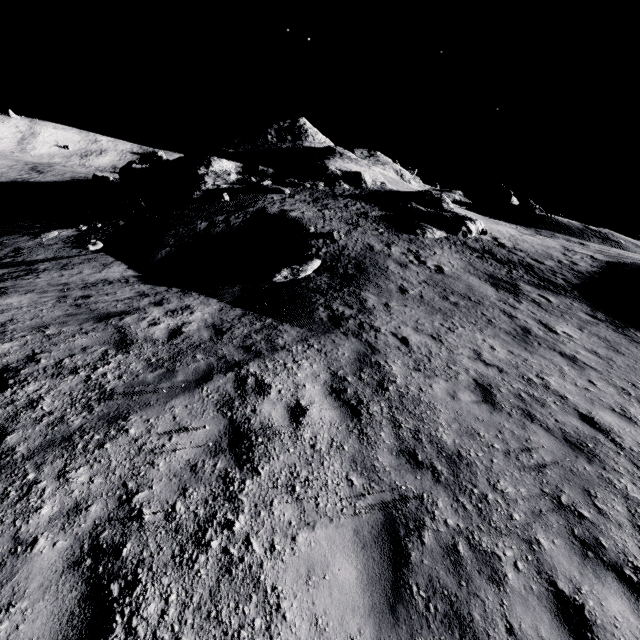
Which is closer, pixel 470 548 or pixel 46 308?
pixel 470 548

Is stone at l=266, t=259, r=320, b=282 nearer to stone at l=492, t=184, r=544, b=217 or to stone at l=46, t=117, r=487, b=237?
stone at l=46, t=117, r=487, b=237

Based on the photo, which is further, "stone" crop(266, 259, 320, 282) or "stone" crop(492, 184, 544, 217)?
"stone" crop(492, 184, 544, 217)

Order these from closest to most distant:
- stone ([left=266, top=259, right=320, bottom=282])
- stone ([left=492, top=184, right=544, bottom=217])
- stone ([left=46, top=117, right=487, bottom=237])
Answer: stone ([left=266, top=259, right=320, bottom=282])
stone ([left=46, top=117, right=487, bottom=237])
stone ([left=492, top=184, right=544, bottom=217])

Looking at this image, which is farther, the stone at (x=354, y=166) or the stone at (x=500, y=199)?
the stone at (x=500, y=199)

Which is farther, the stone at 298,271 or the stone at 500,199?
the stone at 500,199

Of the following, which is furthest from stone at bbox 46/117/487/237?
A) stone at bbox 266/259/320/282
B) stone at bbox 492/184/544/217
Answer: stone at bbox 492/184/544/217
